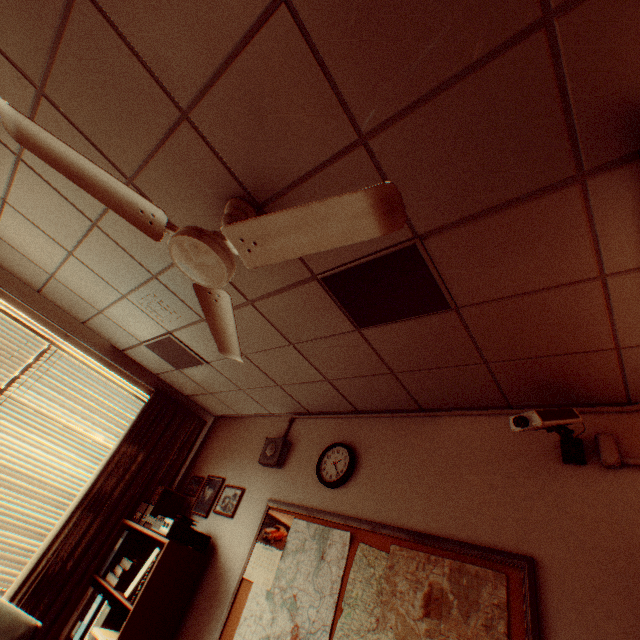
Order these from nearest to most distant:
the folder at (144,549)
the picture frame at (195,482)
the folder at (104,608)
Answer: the folder at (104,608)
the folder at (144,549)
the picture frame at (195,482)

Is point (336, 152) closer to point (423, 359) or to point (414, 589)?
point (423, 359)

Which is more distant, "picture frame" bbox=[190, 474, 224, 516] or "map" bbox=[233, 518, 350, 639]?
"picture frame" bbox=[190, 474, 224, 516]

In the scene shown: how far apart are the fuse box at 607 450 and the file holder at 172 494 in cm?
404

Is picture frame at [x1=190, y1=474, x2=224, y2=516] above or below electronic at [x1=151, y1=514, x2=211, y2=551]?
above

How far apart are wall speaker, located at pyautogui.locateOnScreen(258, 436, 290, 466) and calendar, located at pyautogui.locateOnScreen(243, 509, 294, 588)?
0.4m

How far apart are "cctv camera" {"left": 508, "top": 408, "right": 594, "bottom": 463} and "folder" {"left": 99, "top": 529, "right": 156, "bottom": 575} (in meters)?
3.93

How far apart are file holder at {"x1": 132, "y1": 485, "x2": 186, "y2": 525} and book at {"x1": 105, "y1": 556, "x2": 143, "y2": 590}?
0.4 meters
